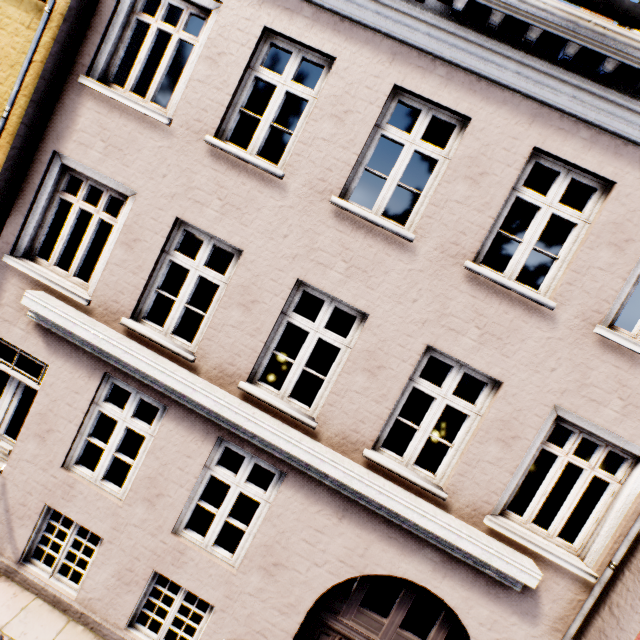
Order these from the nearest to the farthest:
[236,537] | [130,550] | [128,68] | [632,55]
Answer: [632,55]
[130,550]
[128,68]
[236,537]
